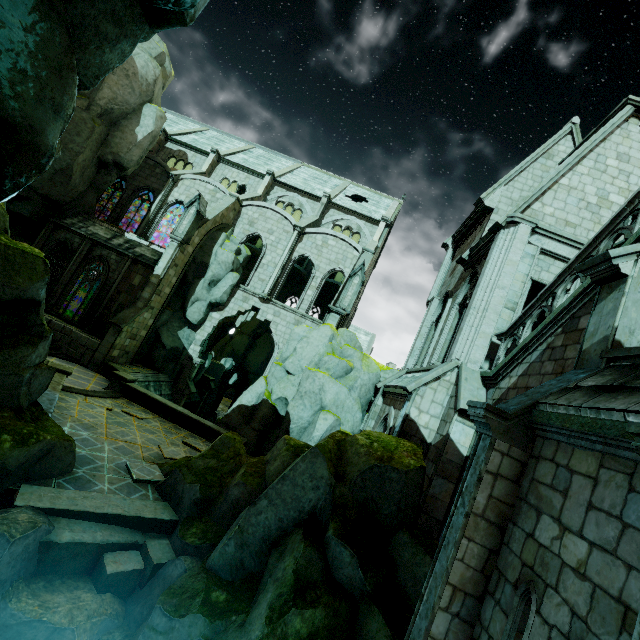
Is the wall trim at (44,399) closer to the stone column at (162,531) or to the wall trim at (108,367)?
the stone column at (162,531)

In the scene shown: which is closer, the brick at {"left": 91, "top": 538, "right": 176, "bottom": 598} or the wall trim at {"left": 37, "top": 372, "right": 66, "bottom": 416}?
the brick at {"left": 91, "top": 538, "right": 176, "bottom": 598}

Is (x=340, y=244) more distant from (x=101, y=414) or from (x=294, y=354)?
(x=101, y=414)

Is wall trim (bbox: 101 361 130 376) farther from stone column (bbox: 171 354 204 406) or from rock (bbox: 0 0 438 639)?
stone column (bbox: 171 354 204 406)

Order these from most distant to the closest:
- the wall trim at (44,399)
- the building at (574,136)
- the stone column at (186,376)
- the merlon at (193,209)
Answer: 1. the stone column at (186,376)
2. the merlon at (193,209)
3. the wall trim at (44,399)
4. the building at (574,136)

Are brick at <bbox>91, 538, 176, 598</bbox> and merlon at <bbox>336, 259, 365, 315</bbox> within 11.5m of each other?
no

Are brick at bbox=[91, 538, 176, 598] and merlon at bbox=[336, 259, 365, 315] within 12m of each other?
no

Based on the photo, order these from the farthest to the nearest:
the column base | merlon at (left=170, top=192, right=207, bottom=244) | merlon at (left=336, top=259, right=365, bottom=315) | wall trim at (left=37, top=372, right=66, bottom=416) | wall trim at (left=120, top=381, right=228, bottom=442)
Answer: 1. merlon at (left=170, top=192, right=207, bottom=244)
2. merlon at (left=336, top=259, right=365, bottom=315)
3. the column base
4. wall trim at (left=120, top=381, right=228, bottom=442)
5. wall trim at (left=37, top=372, right=66, bottom=416)
